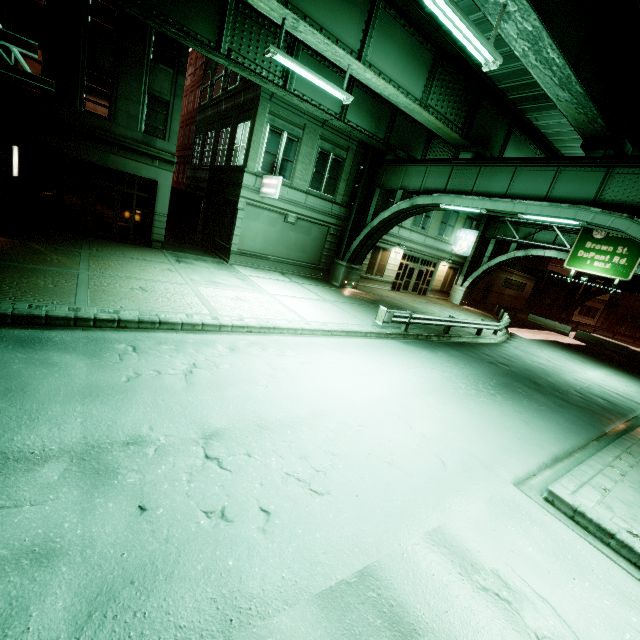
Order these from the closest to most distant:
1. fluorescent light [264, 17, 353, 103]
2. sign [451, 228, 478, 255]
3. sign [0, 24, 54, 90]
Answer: sign [0, 24, 54, 90] → fluorescent light [264, 17, 353, 103] → sign [451, 228, 478, 255]

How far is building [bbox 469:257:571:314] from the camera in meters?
37.3 m

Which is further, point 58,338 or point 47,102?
point 47,102

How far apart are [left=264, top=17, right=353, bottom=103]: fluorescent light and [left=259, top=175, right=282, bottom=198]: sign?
5.78m

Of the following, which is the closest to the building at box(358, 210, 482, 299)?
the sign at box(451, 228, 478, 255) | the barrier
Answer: the sign at box(451, 228, 478, 255)

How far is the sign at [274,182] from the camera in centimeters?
1703cm

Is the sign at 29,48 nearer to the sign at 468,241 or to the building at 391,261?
the building at 391,261

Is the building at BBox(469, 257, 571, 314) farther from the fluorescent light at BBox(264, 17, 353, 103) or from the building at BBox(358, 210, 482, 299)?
the fluorescent light at BBox(264, 17, 353, 103)
